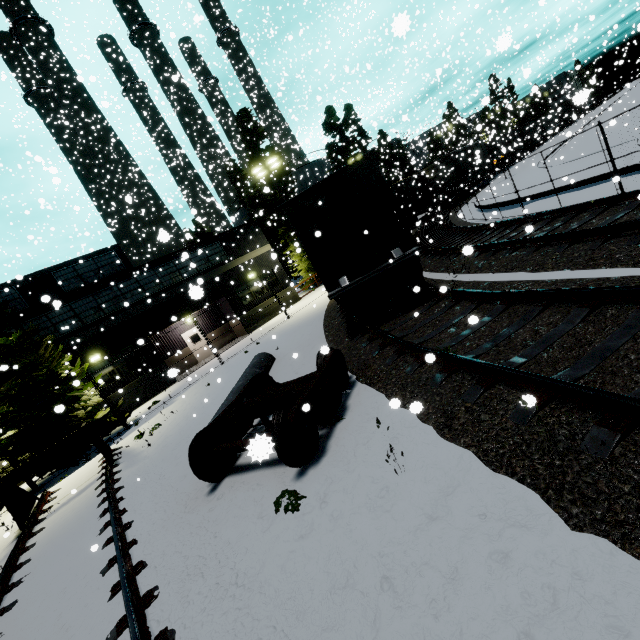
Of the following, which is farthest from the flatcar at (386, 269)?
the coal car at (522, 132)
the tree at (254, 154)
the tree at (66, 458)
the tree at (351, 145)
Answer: the tree at (254, 154)

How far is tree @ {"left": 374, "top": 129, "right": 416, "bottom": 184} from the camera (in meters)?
40.98

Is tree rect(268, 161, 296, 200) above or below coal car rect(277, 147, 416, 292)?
above

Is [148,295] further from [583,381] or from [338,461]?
[583,381]

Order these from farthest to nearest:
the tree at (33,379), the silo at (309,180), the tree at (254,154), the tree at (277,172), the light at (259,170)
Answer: the silo at (309,180) < the tree at (277,172) < the tree at (254,154) < the light at (259,170) < the tree at (33,379)

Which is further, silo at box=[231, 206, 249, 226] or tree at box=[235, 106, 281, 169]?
tree at box=[235, 106, 281, 169]

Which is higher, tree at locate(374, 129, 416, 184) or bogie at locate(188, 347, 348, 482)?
tree at locate(374, 129, 416, 184)

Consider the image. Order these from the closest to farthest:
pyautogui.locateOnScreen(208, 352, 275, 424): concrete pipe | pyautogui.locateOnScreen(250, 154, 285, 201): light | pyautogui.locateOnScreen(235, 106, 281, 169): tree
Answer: pyautogui.locateOnScreen(208, 352, 275, 424): concrete pipe → pyautogui.locateOnScreen(250, 154, 285, 201): light → pyautogui.locateOnScreen(235, 106, 281, 169): tree
